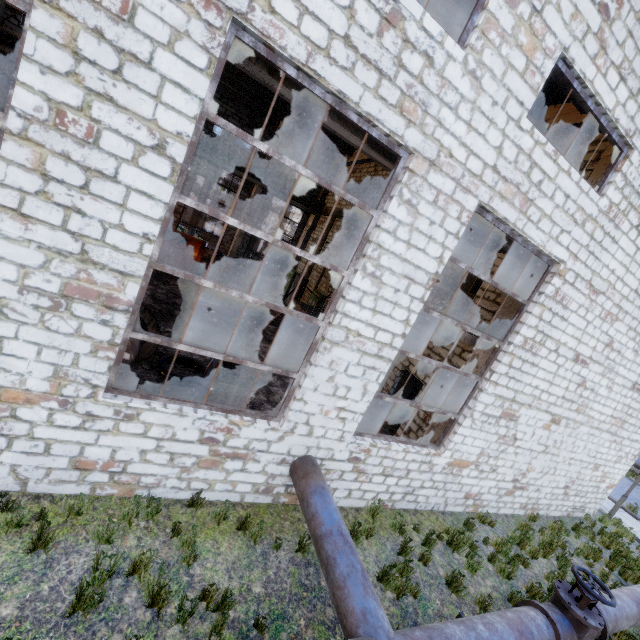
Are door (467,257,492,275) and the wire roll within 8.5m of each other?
yes

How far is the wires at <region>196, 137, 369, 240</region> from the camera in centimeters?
1814cm

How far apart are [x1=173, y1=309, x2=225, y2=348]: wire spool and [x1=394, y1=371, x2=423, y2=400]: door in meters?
6.5 m

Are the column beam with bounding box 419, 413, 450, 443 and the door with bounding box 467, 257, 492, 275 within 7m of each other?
A: yes

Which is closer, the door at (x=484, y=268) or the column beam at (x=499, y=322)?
the column beam at (x=499, y=322)

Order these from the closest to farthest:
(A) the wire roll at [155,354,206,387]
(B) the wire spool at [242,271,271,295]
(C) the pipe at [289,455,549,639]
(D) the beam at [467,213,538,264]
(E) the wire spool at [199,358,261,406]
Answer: (C) the pipe at [289,455,549,639]
(D) the beam at [467,213,538,264]
(E) the wire spool at [199,358,261,406]
(A) the wire roll at [155,354,206,387]
(B) the wire spool at [242,271,271,295]

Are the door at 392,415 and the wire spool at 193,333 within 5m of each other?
no

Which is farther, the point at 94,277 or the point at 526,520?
the point at 526,520
